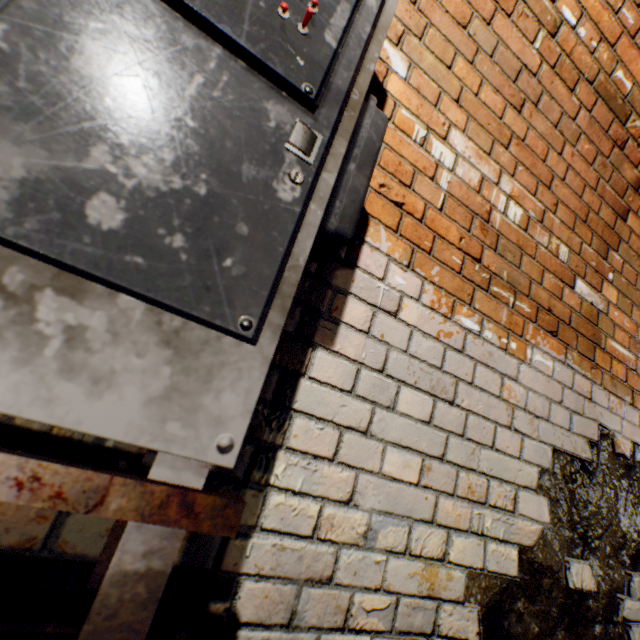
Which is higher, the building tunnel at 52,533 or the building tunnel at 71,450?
the building tunnel at 71,450

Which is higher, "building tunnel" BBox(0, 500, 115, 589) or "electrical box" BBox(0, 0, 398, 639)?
"electrical box" BBox(0, 0, 398, 639)

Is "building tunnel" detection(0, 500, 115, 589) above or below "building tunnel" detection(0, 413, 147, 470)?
below

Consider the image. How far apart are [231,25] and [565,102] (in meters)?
1.69

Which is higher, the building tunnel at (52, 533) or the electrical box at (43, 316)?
the electrical box at (43, 316)
